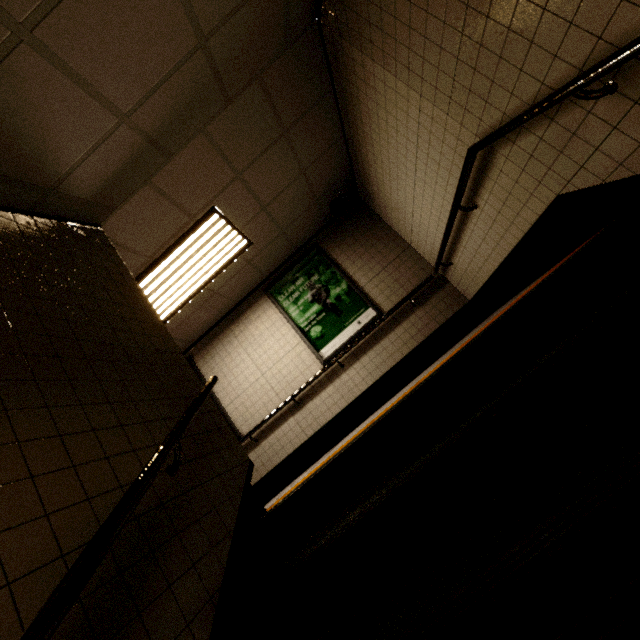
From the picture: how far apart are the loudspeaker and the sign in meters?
0.7 m

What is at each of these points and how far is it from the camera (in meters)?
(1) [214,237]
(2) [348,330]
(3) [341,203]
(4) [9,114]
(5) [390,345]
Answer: (1) fluorescent light, 4.17
(2) sign, 5.26
(3) loudspeaker, 5.13
(4) stairs, 1.64
(5) building, 5.07

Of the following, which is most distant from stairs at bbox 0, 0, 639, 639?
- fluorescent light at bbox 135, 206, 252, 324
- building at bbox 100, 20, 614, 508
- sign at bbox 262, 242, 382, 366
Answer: sign at bbox 262, 242, 382, 366

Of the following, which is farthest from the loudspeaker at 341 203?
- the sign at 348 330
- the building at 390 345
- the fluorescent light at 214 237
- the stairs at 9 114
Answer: the stairs at 9 114

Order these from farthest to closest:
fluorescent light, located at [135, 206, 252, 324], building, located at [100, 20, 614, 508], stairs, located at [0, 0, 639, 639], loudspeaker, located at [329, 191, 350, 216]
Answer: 1. loudspeaker, located at [329, 191, 350, 216]
2. fluorescent light, located at [135, 206, 252, 324]
3. building, located at [100, 20, 614, 508]
4. stairs, located at [0, 0, 639, 639]

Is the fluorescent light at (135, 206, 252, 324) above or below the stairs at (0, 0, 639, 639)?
above

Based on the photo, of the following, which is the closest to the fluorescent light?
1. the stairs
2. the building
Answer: the building

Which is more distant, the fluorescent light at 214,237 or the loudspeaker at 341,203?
the loudspeaker at 341,203
